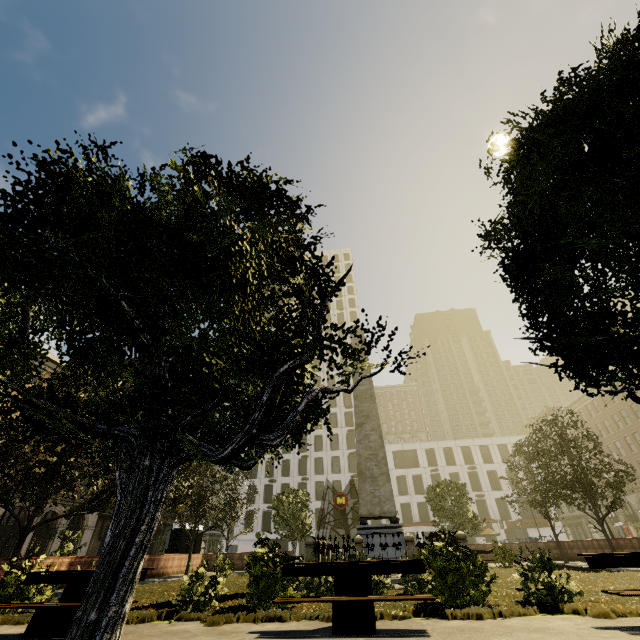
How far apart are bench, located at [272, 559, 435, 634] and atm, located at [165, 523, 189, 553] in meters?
25.0 m

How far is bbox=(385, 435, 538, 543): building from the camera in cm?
4941

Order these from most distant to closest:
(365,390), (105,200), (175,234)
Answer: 1. (365,390)
2. (105,200)
3. (175,234)

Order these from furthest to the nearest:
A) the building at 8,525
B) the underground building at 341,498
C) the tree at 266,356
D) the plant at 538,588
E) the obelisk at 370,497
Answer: the building at 8,525 < the underground building at 341,498 < the obelisk at 370,497 < the plant at 538,588 < the tree at 266,356

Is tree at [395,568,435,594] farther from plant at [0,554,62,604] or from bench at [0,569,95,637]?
bench at [0,569,95,637]

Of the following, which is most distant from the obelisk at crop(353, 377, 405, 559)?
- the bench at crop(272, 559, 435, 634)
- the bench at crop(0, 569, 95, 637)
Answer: the bench at crop(0, 569, 95, 637)

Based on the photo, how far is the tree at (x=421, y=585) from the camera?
8.29m

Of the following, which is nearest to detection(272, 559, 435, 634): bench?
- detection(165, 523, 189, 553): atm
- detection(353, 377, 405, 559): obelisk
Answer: detection(353, 377, 405, 559): obelisk
